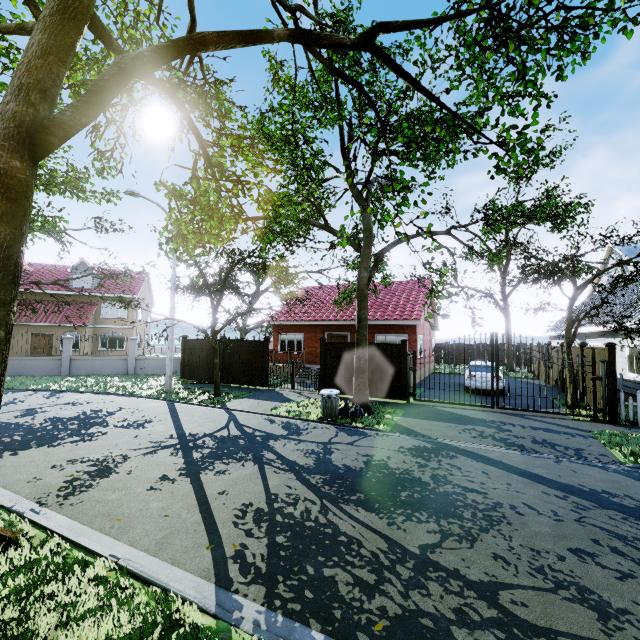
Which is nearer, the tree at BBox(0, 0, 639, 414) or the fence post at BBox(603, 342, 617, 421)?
the tree at BBox(0, 0, 639, 414)

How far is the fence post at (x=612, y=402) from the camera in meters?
10.4 m

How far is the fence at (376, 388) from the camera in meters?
13.6

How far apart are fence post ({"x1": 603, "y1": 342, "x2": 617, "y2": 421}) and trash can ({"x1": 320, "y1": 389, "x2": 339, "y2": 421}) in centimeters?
883cm

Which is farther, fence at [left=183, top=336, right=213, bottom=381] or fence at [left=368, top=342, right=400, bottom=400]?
fence at [left=183, top=336, right=213, bottom=381]

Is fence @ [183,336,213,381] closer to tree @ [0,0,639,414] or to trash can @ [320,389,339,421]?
tree @ [0,0,639,414]

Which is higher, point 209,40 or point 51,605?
point 209,40

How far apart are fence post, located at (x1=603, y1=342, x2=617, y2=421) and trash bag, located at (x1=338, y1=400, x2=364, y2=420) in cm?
800
